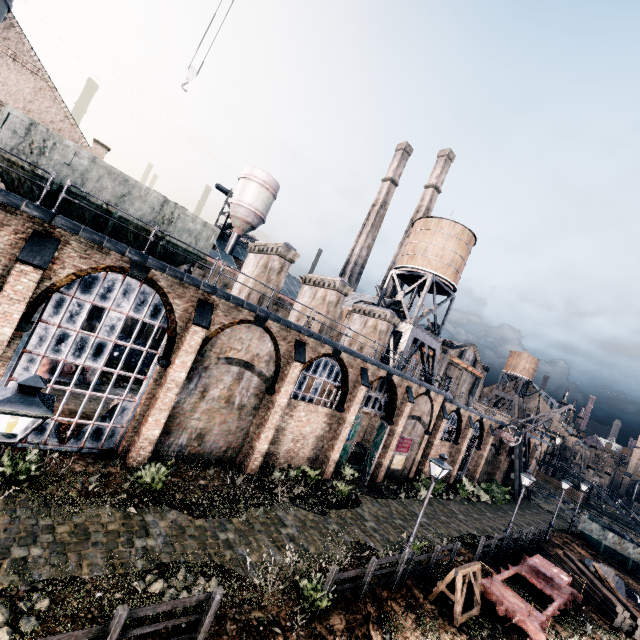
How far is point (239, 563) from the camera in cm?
1117

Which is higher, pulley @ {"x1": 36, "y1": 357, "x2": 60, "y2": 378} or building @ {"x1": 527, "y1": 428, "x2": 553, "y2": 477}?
building @ {"x1": 527, "y1": 428, "x2": 553, "y2": 477}

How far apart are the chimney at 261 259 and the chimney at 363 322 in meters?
10.4 m

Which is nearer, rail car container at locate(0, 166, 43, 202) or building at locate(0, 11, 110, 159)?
rail car container at locate(0, 166, 43, 202)

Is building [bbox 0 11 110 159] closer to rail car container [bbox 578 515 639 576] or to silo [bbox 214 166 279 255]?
silo [bbox 214 166 279 255]

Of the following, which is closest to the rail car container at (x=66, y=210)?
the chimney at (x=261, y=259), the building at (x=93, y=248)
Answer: the building at (x=93, y=248)

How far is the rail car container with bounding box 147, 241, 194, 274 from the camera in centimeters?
1449cm

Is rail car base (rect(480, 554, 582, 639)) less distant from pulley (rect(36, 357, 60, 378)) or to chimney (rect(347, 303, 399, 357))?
chimney (rect(347, 303, 399, 357))
